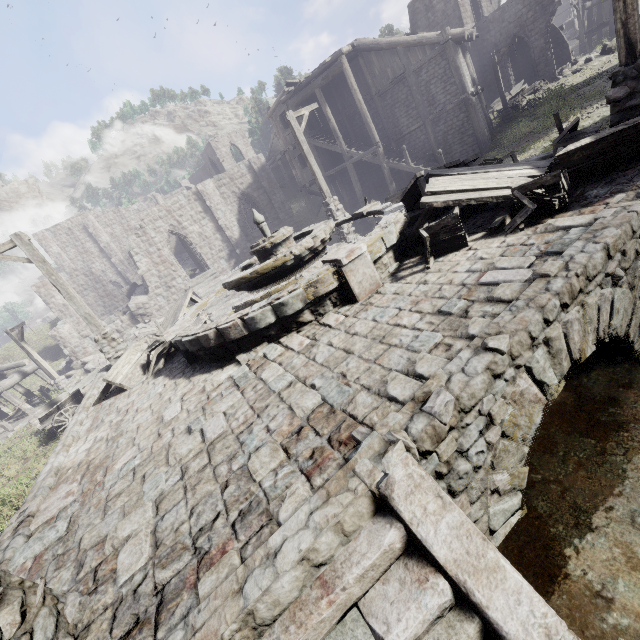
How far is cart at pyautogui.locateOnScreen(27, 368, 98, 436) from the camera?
11.8m

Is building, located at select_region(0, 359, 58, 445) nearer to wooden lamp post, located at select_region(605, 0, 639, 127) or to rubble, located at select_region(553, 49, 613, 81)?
rubble, located at select_region(553, 49, 613, 81)

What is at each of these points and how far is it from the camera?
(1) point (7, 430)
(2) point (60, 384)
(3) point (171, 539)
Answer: (1) building, 17.1m
(2) wooden lamp post, 18.3m
(3) building base, 2.8m

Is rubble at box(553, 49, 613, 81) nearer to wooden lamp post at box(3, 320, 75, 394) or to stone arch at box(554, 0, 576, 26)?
wooden lamp post at box(3, 320, 75, 394)

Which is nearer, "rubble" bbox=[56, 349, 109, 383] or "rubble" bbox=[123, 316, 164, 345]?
"rubble" bbox=[56, 349, 109, 383]

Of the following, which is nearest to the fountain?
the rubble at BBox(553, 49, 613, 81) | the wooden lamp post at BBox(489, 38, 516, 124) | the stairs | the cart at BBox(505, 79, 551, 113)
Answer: the stairs

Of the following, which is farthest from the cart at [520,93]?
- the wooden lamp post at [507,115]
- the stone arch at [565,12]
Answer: the stone arch at [565,12]

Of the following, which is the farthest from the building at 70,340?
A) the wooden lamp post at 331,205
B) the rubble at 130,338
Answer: the wooden lamp post at 331,205
